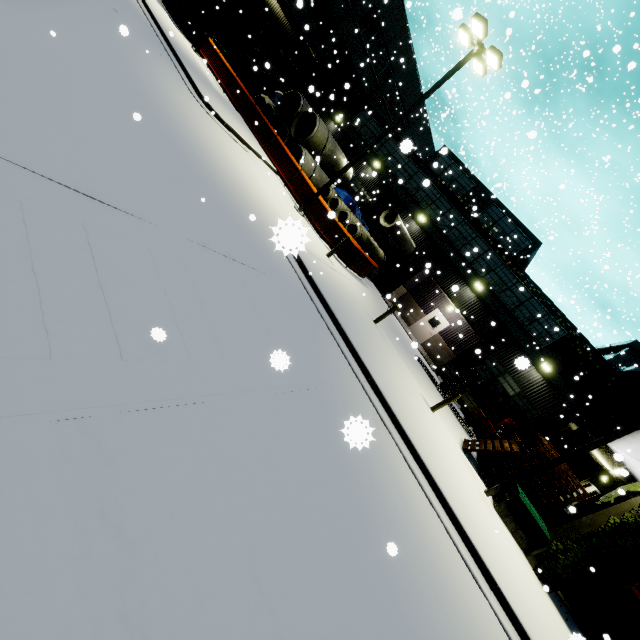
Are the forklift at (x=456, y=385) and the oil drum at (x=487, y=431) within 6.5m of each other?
yes

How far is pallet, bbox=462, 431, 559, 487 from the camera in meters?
11.6

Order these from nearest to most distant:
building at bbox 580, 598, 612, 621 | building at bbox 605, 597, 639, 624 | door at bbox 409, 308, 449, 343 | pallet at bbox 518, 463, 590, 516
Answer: pallet at bbox 518, 463, 590, 516 < building at bbox 605, 597, 639, 624 < building at bbox 580, 598, 612, 621 < door at bbox 409, 308, 449, 343

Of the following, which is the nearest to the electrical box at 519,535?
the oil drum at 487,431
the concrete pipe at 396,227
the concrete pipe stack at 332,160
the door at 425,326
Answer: the concrete pipe stack at 332,160

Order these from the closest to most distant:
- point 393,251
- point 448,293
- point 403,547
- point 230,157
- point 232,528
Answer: point 232,528 → point 403,547 → point 230,157 → point 448,293 → point 393,251

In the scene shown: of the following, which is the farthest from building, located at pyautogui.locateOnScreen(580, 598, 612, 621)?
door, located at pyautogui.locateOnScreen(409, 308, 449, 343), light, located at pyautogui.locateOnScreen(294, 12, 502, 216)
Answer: light, located at pyautogui.locateOnScreen(294, 12, 502, 216)

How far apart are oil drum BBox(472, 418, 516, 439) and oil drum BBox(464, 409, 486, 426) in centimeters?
20cm

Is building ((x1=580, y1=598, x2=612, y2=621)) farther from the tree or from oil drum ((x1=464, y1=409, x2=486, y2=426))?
oil drum ((x1=464, y1=409, x2=486, y2=426))
